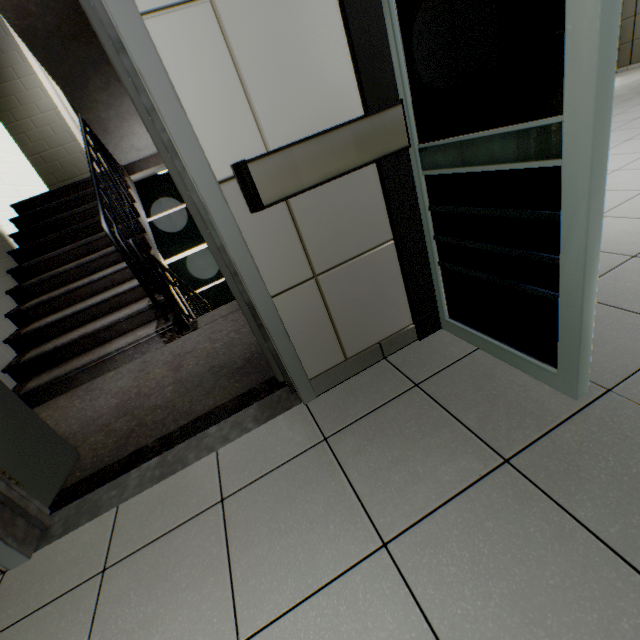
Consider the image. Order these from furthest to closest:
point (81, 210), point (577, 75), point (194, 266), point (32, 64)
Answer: point (194, 266)
point (32, 64)
point (81, 210)
point (577, 75)

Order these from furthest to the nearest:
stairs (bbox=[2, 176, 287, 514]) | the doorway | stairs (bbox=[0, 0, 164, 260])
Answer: stairs (bbox=[0, 0, 164, 260]) → stairs (bbox=[2, 176, 287, 514]) → the doorway

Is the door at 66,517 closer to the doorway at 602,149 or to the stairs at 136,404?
the stairs at 136,404

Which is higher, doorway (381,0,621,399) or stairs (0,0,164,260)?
stairs (0,0,164,260)

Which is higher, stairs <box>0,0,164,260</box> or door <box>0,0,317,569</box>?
stairs <box>0,0,164,260</box>

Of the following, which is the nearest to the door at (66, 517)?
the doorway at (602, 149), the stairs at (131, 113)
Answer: the stairs at (131, 113)

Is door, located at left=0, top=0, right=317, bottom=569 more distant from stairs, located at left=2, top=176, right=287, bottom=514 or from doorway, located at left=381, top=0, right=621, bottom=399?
doorway, located at left=381, top=0, right=621, bottom=399
